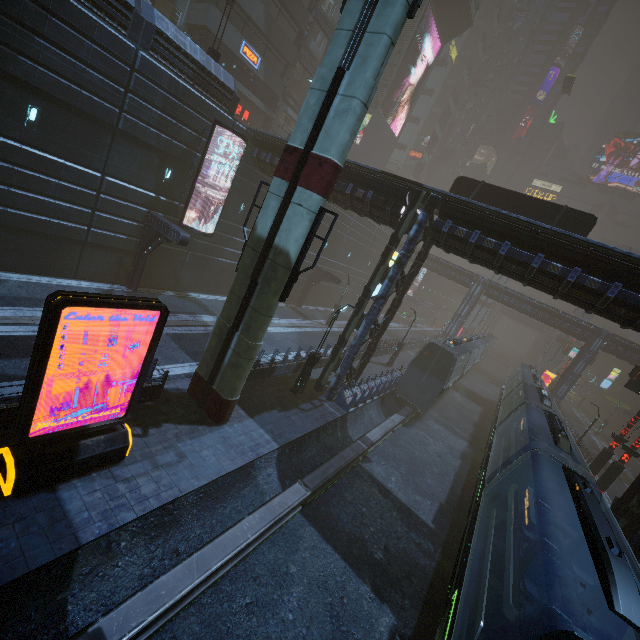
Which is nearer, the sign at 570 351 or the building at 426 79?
the sign at 570 351

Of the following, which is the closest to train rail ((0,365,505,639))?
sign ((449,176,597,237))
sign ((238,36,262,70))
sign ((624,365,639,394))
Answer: sign ((624,365,639,394))

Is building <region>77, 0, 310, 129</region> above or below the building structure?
below

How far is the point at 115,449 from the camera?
8.62m

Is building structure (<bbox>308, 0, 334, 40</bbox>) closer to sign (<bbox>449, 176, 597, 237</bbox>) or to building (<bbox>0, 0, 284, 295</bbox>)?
building (<bbox>0, 0, 284, 295</bbox>)

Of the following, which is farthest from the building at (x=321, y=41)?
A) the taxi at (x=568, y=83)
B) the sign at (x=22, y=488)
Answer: the taxi at (x=568, y=83)

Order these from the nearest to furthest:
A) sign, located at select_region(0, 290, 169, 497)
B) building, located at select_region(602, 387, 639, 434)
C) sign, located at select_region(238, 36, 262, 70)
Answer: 1. sign, located at select_region(0, 290, 169, 497)
2. sign, located at select_region(238, 36, 262, 70)
3. building, located at select_region(602, 387, 639, 434)

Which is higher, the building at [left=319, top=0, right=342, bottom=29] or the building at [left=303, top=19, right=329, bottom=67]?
the building at [left=319, top=0, right=342, bottom=29]
